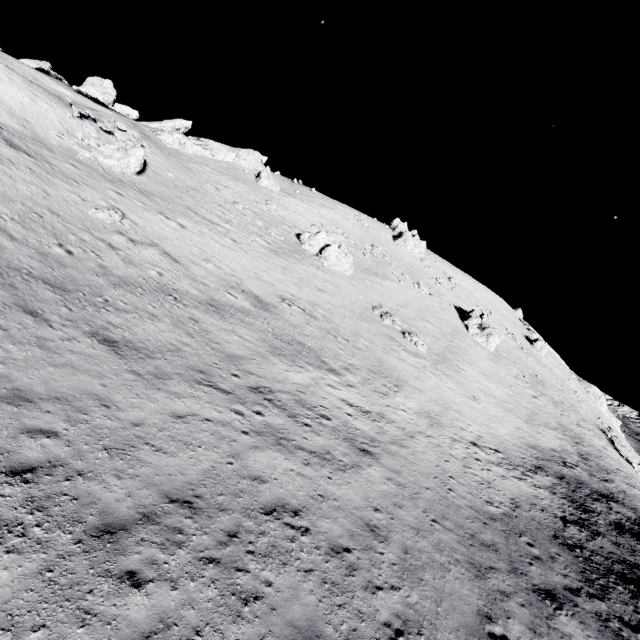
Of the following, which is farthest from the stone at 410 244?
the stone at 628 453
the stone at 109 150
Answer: the stone at 109 150

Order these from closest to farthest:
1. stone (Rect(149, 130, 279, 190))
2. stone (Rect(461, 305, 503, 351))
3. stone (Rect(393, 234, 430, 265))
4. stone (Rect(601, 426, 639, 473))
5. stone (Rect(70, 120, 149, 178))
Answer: stone (Rect(70, 120, 149, 178))
stone (Rect(601, 426, 639, 473))
stone (Rect(461, 305, 503, 351))
stone (Rect(149, 130, 279, 190))
stone (Rect(393, 234, 430, 265))

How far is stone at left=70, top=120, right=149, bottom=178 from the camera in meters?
25.5

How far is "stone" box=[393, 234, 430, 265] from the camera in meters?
57.8 m

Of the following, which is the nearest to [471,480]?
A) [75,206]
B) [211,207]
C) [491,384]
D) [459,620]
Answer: [459,620]

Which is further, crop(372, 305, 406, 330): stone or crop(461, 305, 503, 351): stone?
crop(461, 305, 503, 351): stone

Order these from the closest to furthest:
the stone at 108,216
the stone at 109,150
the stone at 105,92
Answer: the stone at 108,216 → the stone at 109,150 → the stone at 105,92

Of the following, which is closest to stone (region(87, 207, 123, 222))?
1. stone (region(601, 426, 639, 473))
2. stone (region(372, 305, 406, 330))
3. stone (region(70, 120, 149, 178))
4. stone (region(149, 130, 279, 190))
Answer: stone (region(70, 120, 149, 178))
